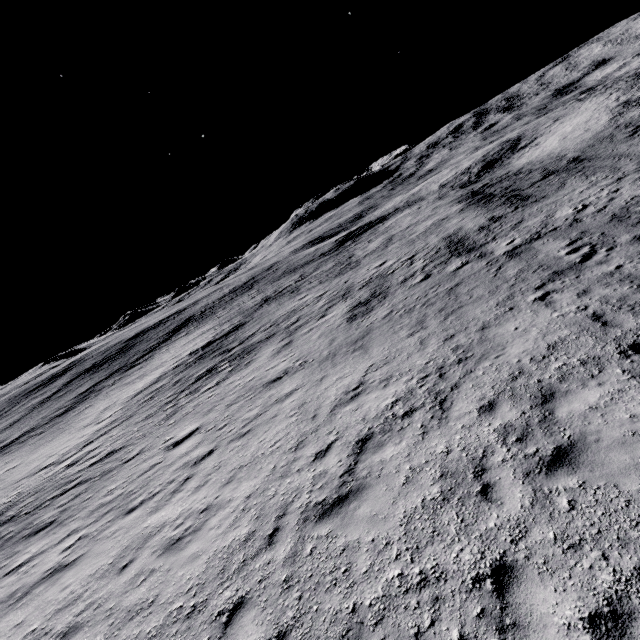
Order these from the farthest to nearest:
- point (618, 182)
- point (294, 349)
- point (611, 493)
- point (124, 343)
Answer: point (124, 343) → point (294, 349) → point (618, 182) → point (611, 493)
